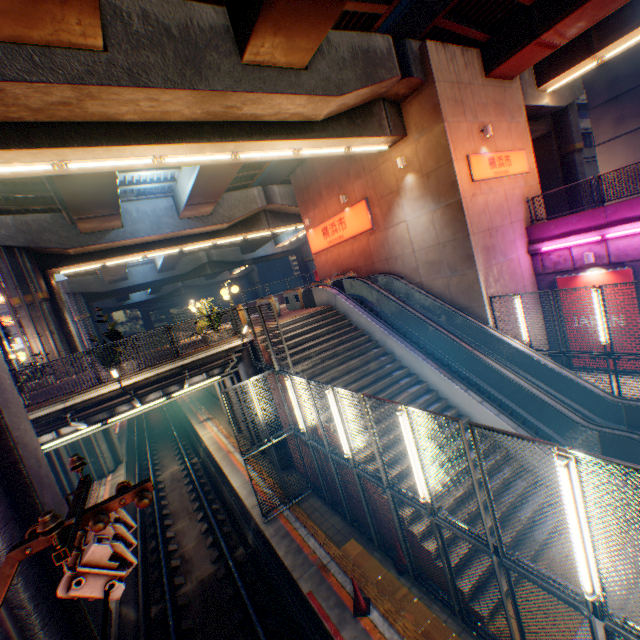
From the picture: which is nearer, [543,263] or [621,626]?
[621,626]

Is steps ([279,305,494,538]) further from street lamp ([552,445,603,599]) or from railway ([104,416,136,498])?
street lamp ([552,445,603,599])

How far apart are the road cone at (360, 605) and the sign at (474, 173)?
14.04m

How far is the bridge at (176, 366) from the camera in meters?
10.3

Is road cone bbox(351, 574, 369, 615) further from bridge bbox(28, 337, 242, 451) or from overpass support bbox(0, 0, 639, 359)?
bridge bbox(28, 337, 242, 451)

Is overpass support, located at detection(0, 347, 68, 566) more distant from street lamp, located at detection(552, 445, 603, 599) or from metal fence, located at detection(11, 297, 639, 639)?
street lamp, located at detection(552, 445, 603, 599)

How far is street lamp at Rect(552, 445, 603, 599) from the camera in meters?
3.7

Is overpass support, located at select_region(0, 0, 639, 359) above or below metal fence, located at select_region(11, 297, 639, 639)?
above
